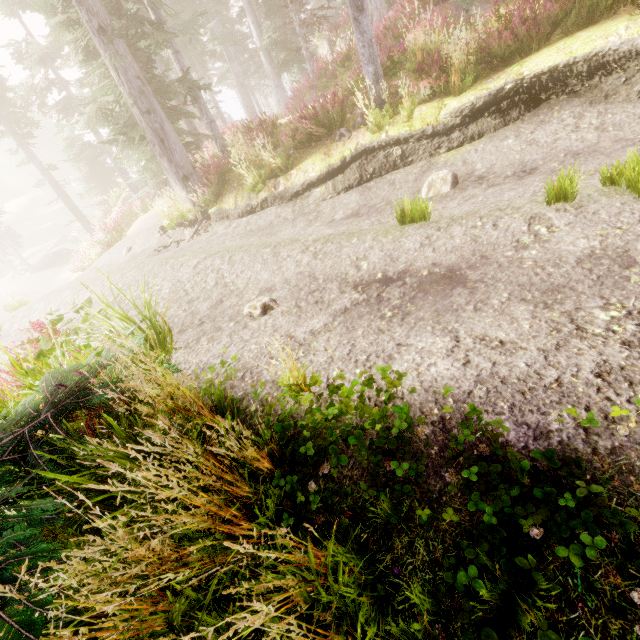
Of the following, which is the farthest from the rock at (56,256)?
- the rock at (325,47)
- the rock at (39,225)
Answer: the rock at (325,47)

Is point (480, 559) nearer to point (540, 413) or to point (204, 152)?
point (540, 413)

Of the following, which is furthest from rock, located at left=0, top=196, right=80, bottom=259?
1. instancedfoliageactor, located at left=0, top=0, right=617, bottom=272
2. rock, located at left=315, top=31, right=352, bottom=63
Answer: rock, located at left=315, top=31, right=352, bottom=63

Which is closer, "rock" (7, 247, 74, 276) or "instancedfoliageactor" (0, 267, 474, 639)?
"instancedfoliageactor" (0, 267, 474, 639)

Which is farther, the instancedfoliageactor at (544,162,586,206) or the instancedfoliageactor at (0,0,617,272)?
the instancedfoliageactor at (0,0,617,272)

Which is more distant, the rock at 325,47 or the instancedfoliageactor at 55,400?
the rock at 325,47

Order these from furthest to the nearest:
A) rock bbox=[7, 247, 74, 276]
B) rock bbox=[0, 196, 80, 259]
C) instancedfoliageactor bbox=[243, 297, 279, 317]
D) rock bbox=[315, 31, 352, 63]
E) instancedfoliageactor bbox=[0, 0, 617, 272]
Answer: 1. rock bbox=[0, 196, 80, 259]
2. rock bbox=[7, 247, 74, 276]
3. rock bbox=[315, 31, 352, 63]
4. instancedfoliageactor bbox=[0, 0, 617, 272]
5. instancedfoliageactor bbox=[243, 297, 279, 317]

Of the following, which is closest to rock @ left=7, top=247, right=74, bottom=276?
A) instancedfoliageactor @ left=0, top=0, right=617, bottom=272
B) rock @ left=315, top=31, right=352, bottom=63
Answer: instancedfoliageactor @ left=0, top=0, right=617, bottom=272
